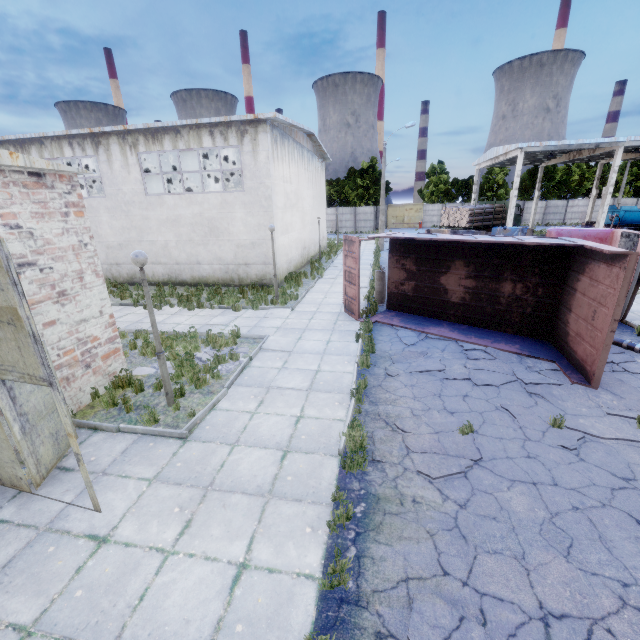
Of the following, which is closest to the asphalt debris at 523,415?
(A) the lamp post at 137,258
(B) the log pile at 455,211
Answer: (A) the lamp post at 137,258

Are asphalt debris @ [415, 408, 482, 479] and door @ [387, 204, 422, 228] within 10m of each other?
no

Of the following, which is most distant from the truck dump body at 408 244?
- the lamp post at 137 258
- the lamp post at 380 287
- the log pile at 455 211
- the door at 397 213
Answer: the door at 397 213

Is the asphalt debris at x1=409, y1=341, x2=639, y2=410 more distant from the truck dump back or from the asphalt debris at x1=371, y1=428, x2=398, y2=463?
the truck dump back

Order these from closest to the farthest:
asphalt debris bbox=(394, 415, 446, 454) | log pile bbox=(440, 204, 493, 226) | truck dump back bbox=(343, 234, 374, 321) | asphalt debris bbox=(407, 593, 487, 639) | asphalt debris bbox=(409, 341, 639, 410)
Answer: asphalt debris bbox=(407, 593, 487, 639) < asphalt debris bbox=(394, 415, 446, 454) < asphalt debris bbox=(409, 341, 639, 410) < truck dump back bbox=(343, 234, 374, 321) < log pile bbox=(440, 204, 493, 226)

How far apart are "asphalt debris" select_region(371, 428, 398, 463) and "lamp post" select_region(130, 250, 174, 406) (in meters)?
4.46

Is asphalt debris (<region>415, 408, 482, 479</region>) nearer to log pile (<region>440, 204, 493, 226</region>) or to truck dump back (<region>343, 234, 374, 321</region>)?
truck dump back (<region>343, 234, 374, 321</region>)

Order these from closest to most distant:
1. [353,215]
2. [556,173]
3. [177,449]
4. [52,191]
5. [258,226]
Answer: [177,449], [52,191], [258,226], [353,215], [556,173]
